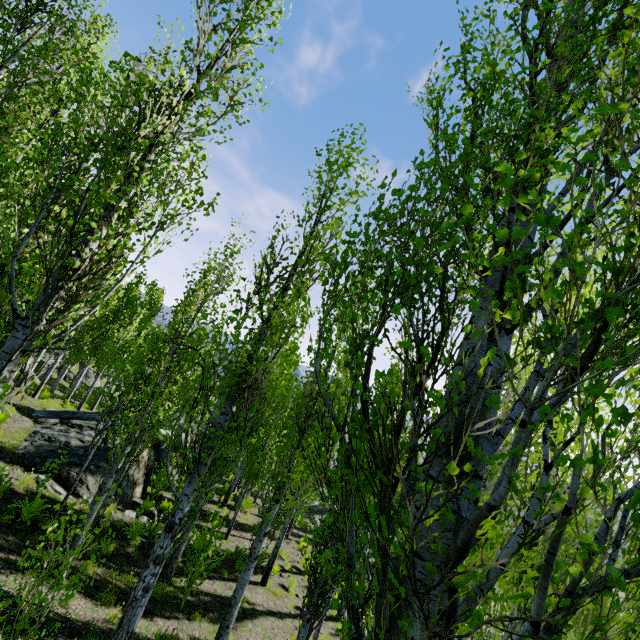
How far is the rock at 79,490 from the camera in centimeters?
1007cm

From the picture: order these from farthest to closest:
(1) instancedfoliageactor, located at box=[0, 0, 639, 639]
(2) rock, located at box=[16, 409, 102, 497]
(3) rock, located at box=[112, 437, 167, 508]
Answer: (3) rock, located at box=[112, 437, 167, 508] < (2) rock, located at box=[16, 409, 102, 497] < (1) instancedfoliageactor, located at box=[0, 0, 639, 639]

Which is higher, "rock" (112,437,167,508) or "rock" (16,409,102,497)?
"rock" (16,409,102,497)

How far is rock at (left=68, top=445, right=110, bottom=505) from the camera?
10.1 meters

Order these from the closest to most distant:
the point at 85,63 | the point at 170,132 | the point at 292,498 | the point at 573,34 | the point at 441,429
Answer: the point at 441,429, the point at 573,34, the point at 170,132, the point at 292,498, the point at 85,63
